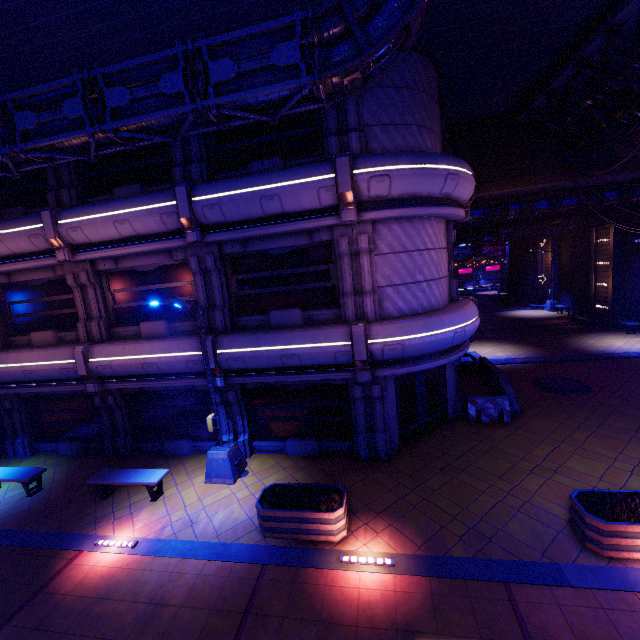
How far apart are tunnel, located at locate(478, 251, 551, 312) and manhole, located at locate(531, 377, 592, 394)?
21.4 meters

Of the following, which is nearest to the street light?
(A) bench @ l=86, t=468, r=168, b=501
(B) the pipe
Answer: (A) bench @ l=86, t=468, r=168, b=501

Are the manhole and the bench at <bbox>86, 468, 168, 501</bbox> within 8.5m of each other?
no

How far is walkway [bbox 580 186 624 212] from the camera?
17.5m

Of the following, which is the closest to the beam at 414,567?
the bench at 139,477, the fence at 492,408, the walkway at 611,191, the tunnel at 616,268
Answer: the bench at 139,477

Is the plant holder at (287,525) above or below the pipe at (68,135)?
below

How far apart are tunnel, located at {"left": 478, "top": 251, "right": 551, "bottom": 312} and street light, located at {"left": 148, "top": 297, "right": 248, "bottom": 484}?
34.52m

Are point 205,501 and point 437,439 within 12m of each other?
yes
